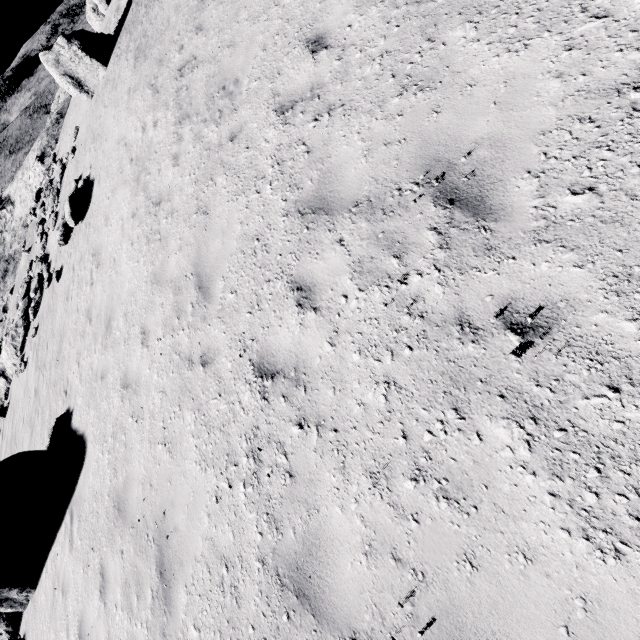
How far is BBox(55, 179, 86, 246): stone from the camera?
11.9m

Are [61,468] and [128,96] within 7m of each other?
no

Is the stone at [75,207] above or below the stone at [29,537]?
above

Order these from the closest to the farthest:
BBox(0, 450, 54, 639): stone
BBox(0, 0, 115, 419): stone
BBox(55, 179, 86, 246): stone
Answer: BBox(0, 450, 54, 639): stone
BBox(55, 179, 86, 246): stone
BBox(0, 0, 115, 419): stone

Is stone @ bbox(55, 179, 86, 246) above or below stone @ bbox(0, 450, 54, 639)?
above

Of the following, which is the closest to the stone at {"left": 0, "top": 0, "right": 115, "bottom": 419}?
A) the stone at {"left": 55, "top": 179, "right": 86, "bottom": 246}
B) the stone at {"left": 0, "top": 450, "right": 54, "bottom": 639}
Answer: the stone at {"left": 55, "top": 179, "right": 86, "bottom": 246}

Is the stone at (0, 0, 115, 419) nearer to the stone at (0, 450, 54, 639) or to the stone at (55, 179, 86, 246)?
the stone at (55, 179, 86, 246)

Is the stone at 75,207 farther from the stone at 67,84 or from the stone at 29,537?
the stone at 29,537
